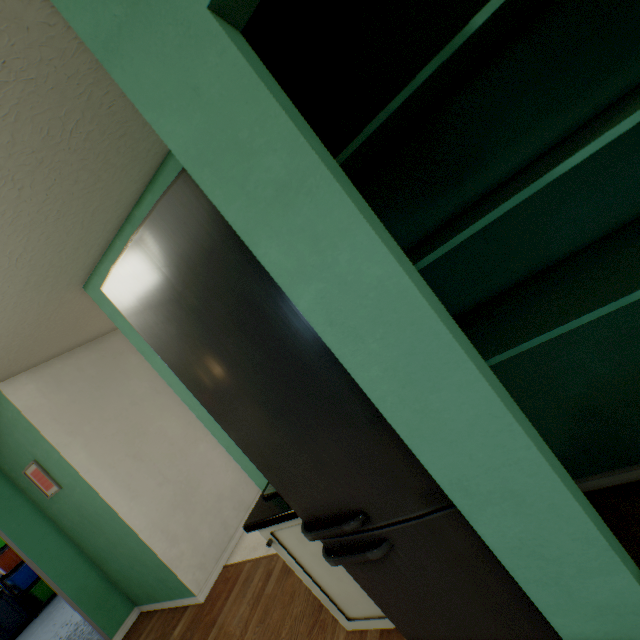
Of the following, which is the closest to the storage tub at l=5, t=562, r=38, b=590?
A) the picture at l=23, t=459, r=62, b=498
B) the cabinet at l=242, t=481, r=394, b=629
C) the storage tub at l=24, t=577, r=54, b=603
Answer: the storage tub at l=24, t=577, r=54, b=603

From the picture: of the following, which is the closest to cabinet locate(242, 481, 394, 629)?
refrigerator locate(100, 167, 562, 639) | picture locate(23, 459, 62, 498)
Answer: refrigerator locate(100, 167, 562, 639)

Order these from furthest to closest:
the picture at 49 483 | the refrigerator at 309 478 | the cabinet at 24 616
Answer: the cabinet at 24 616 → the picture at 49 483 → the refrigerator at 309 478

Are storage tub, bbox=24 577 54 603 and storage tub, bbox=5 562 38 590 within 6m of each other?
yes

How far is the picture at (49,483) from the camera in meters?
2.8 m

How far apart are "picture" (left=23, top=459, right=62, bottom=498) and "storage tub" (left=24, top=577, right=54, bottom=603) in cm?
612

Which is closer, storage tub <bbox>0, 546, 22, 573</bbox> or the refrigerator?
the refrigerator

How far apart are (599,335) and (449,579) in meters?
1.1
